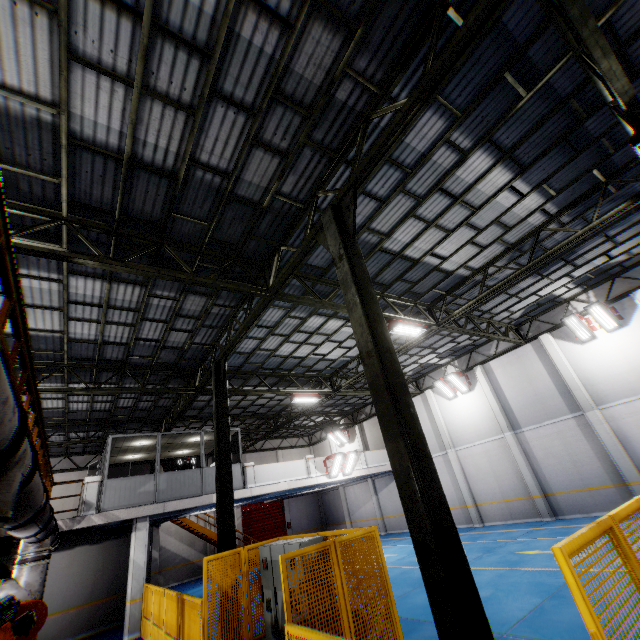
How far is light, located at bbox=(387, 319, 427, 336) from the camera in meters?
11.5

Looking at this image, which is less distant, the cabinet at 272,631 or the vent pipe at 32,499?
the vent pipe at 32,499

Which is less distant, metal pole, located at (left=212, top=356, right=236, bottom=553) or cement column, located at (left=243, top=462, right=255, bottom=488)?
metal pole, located at (left=212, top=356, right=236, bottom=553)

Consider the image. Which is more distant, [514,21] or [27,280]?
[27,280]

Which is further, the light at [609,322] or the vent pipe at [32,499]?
the light at [609,322]

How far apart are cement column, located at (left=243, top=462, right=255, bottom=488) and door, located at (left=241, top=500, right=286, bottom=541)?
12.3m

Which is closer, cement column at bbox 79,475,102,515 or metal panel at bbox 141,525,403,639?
metal panel at bbox 141,525,403,639

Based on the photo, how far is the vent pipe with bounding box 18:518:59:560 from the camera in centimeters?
569cm
